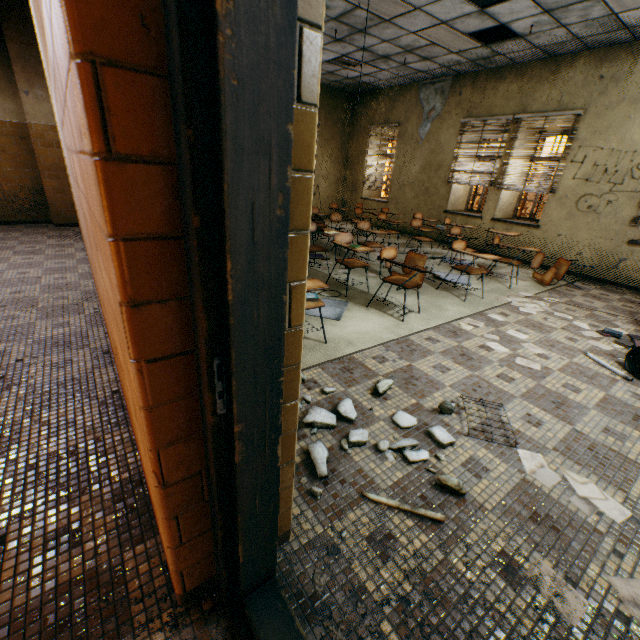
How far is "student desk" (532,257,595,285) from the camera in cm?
564

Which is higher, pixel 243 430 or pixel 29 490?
pixel 243 430

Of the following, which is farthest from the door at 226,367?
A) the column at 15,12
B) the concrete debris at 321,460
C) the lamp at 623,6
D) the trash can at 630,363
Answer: the column at 15,12

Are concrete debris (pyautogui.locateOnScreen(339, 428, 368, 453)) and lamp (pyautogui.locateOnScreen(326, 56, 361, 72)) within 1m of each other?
no

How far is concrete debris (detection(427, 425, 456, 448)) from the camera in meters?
2.1

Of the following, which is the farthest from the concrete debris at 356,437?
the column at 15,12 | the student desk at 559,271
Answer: the column at 15,12

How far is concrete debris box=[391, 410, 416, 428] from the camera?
2.22m

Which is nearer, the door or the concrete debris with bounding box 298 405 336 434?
the door
